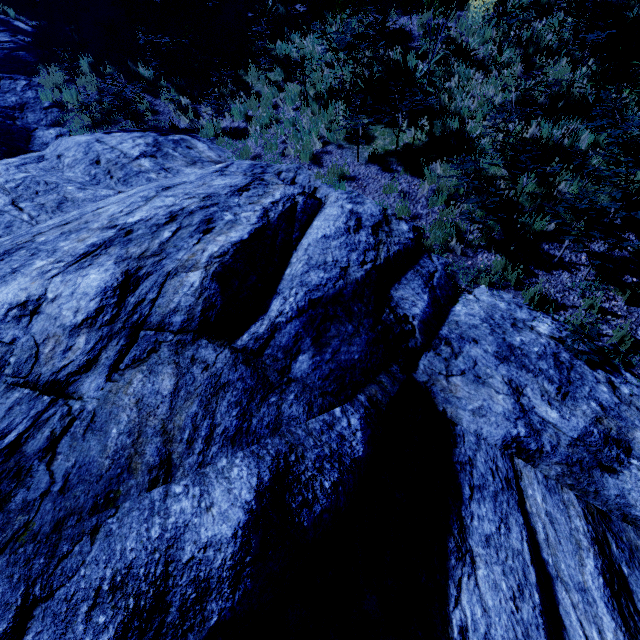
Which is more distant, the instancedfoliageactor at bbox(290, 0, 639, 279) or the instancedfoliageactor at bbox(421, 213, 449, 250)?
the instancedfoliageactor at bbox(421, 213, 449, 250)

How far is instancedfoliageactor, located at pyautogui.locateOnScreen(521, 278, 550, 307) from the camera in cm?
507

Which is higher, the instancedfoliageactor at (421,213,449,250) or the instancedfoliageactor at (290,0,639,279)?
the instancedfoliageactor at (290,0,639,279)

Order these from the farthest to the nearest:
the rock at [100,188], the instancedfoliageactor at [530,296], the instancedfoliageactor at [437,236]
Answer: the instancedfoliageactor at [437,236] < the instancedfoliageactor at [530,296] < the rock at [100,188]

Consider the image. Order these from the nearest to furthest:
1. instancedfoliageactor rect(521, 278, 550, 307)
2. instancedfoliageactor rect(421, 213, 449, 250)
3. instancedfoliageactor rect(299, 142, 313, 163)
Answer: instancedfoliageactor rect(521, 278, 550, 307)
instancedfoliageactor rect(421, 213, 449, 250)
instancedfoliageactor rect(299, 142, 313, 163)

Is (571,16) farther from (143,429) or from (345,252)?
(143,429)

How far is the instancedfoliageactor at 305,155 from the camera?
7.72m
